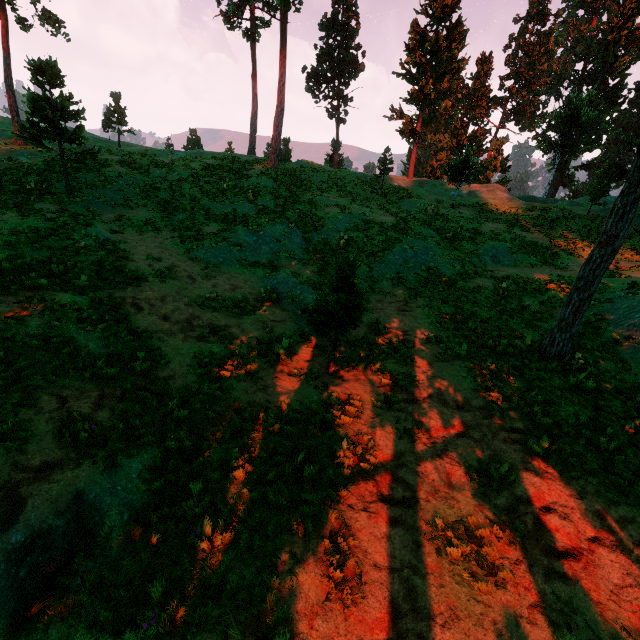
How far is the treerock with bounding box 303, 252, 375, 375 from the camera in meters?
8.0 m

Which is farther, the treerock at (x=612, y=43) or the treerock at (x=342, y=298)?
the treerock at (x=612, y=43)

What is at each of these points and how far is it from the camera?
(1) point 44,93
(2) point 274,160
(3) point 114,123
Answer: (1) treerock, 16.5 meters
(2) treerock, 28.8 meters
(3) treerock, 40.8 meters

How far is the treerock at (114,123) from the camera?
39.3m

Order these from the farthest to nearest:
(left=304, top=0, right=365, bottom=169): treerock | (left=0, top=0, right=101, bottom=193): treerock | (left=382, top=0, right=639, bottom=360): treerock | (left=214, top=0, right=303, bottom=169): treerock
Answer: (left=304, top=0, right=365, bottom=169): treerock, (left=214, top=0, right=303, bottom=169): treerock, (left=0, top=0, right=101, bottom=193): treerock, (left=382, top=0, right=639, bottom=360): treerock

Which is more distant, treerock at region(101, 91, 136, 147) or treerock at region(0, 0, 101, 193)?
treerock at region(101, 91, 136, 147)

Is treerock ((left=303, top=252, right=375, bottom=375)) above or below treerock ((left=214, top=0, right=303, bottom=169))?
below
